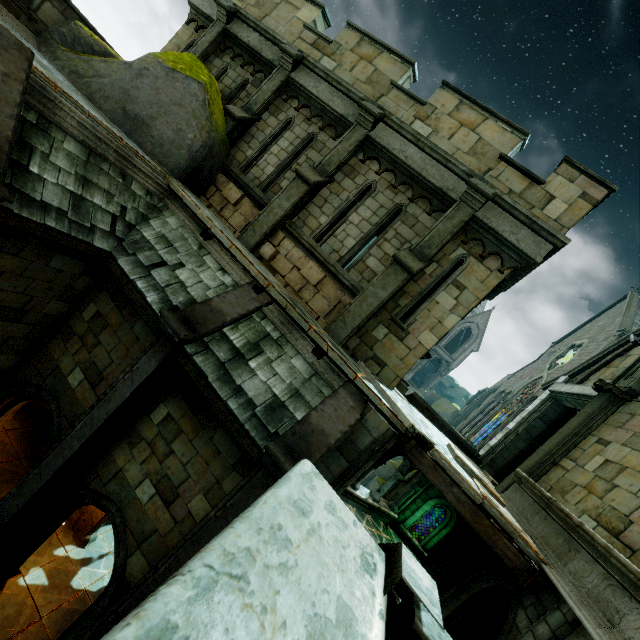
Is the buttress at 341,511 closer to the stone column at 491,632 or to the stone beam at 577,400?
the stone beam at 577,400

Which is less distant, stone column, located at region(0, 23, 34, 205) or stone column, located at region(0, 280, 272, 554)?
stone column, located at region(0, 23, 34, 205)

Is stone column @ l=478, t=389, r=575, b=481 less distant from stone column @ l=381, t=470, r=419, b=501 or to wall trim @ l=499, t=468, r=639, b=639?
stone column @ l=381, t=470, r=419, b=501

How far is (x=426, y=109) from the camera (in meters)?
8.20

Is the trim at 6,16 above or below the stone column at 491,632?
above

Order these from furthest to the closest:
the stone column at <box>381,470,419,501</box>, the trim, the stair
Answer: the stone column at <box>381,470,419,501</box>
the trim
the stair

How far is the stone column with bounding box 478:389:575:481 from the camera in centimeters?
1142cm

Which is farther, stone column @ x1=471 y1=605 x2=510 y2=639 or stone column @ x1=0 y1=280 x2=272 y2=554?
stone column @ x1=471 y1=605 x2=510 y2=639
